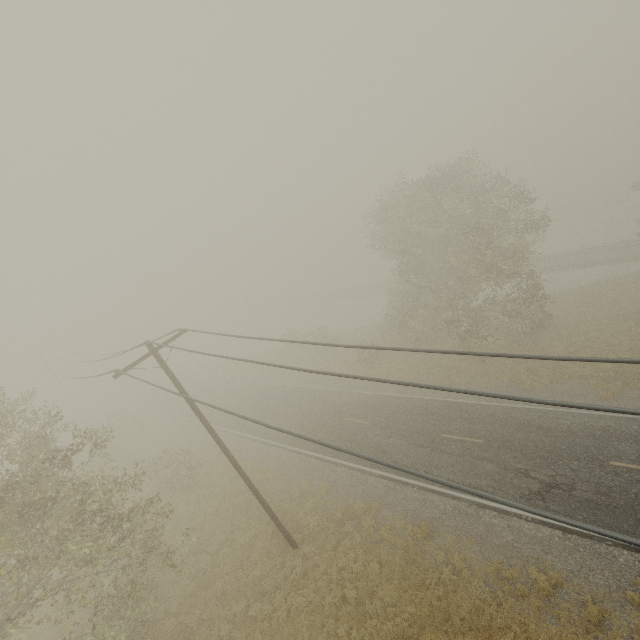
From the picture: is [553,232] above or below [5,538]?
below
